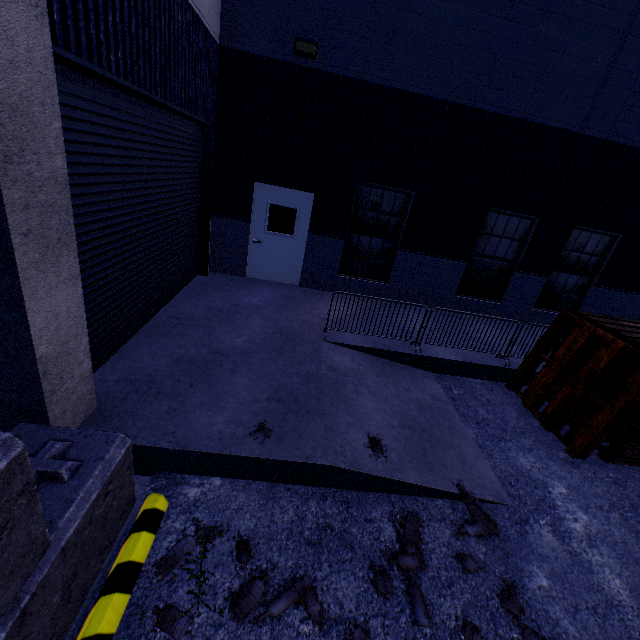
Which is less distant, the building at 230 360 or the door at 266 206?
the building at 230 360

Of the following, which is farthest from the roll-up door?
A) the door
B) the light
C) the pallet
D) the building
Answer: the pallet

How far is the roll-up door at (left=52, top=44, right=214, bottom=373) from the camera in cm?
343

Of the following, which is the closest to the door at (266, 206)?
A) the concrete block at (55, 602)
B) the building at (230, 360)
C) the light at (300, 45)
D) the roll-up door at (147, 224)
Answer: the building at (230, 360)

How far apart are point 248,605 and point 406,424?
3.02m

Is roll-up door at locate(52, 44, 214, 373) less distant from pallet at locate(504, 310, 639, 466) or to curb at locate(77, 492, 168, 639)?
curb at locate(77, 492, 168, 639)

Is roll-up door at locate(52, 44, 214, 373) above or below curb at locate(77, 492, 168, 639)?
above

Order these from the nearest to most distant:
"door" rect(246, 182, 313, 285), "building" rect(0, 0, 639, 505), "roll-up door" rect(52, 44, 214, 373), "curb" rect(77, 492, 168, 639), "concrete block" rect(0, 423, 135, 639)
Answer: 1. "concrete block" rect(0, 423, 135, 639)
2. "curb" rect(77, 492, 168, 639)
3. "building" rect(0, 0, 639, 505)
4. "roll-up door" rect(52, 44, 214, 373)
5. "door" rect(246, 182, 313, 285)
